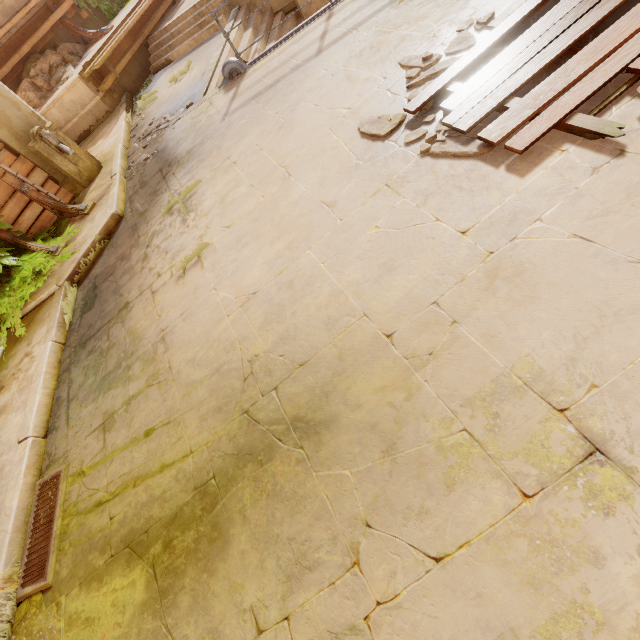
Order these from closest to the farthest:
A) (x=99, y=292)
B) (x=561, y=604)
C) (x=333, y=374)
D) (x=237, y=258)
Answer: (x=561, y=604), (x=333, y=374), (x=237, y=258), (x=99, y=292)

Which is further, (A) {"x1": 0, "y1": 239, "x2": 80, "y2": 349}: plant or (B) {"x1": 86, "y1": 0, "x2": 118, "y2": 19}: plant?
(B) {"x1": 86, "y1": 0, "x2": 118, "y2": 19}: plant

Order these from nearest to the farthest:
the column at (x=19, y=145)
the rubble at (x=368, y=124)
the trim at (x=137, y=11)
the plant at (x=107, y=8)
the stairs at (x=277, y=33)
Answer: the rubble at (x=368, y=124) < the column at (x=19, y=145) < the stairs at (x=277, y=33) < the trim at (x=137, y=11) < the plant at (x=107, y=8)

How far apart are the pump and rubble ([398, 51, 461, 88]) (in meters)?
6.83

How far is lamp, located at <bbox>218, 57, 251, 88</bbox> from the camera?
6.53m

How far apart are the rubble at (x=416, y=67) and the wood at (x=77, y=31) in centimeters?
1166cm

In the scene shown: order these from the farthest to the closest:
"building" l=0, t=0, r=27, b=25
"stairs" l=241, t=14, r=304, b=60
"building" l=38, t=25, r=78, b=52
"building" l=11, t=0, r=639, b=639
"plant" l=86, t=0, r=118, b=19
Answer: "plant" l=86, t=0, r=118, b=19, "building" l=38, t=25, r=78, b=52, "building" l=0, t=0, r=27, b=25, "stairs" l=241, t=14, r=304, b=60, "building" l=11, t=0, r=639, b=639

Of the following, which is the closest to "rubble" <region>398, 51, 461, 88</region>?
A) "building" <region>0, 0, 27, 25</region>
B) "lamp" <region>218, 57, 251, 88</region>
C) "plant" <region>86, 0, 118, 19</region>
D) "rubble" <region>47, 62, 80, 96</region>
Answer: "building" <region>0, 0, 27, 25</region>
